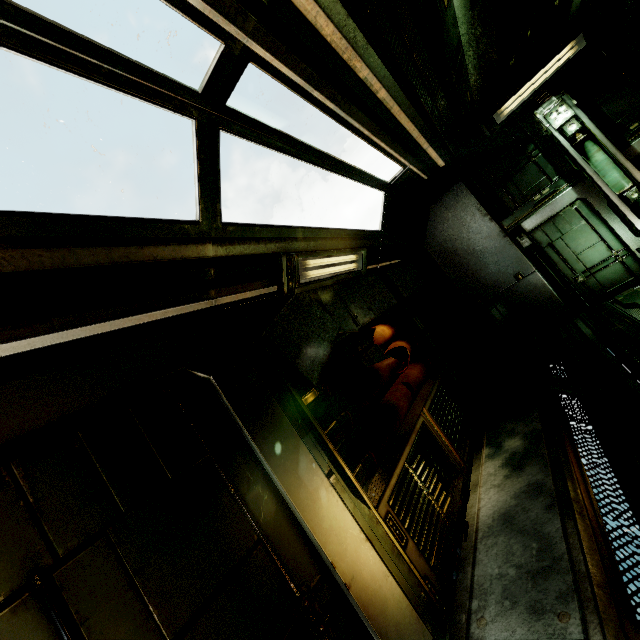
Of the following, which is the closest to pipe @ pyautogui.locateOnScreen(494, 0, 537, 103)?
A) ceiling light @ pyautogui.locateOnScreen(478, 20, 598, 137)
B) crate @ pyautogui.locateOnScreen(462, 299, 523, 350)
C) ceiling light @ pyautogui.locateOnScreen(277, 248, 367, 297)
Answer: ceiling light @ pyautogui.locateOnScreen(478, 20, 598, 137)

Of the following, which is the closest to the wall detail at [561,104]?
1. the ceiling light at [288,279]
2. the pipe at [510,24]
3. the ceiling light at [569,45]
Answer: the ceiling light at [569,45]

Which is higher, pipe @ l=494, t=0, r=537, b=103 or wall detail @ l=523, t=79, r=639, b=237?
pipe @ l=494, t=0, r=537, b=103

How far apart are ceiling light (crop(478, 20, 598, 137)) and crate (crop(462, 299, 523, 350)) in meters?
3.4 m

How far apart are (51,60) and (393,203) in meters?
4.8 m

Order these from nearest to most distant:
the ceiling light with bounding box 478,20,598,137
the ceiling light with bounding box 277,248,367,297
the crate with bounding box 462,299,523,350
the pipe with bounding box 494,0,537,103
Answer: the ceiling light with bounding box 277,248,367,297
the pipe with bounding box 494,0,537,103
the ceiling light with bounding box 478,20,598,137
the crate with bounding box 462,299,523,350

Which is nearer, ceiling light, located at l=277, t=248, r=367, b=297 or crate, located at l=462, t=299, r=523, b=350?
ceiling light, located at l=277, t=248, r=367, b=297

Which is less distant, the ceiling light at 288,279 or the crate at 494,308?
the ceiling light at 288,279
